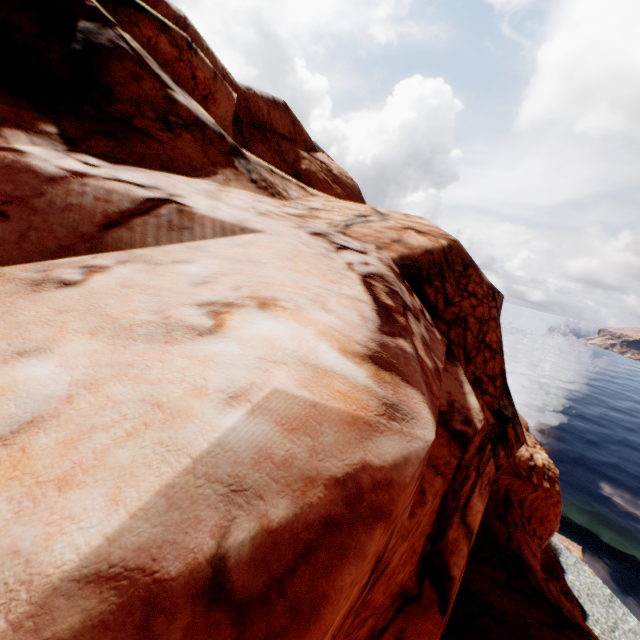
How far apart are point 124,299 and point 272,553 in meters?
2.9
